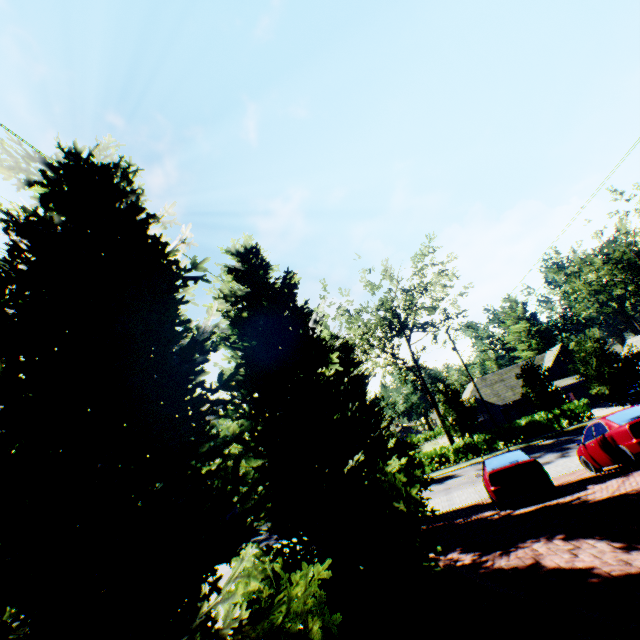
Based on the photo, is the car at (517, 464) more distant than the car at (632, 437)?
Yes

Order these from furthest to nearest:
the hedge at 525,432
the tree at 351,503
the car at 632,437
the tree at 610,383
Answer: the hedge at 525,432 → the tree at 610,383 → the car at 632,437 → the tree at 351,503

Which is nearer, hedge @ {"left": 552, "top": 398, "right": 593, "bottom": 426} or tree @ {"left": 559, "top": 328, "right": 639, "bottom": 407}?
tree @ {"left": 559, "top": 328, "right": 639, "bottom": 407}

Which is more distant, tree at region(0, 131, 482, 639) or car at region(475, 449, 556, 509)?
car at region(475, 449, 556, 509)

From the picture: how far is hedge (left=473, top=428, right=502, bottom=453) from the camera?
30.9 meters

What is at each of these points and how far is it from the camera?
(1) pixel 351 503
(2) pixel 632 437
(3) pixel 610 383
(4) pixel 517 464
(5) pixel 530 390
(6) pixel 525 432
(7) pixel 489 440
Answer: (1) tree, 6.8m
(2) car, 9.3m
(3) tree, 18.8m
(4) car, 10.4m
(5) tree, 27.9m
(6) hedge, 30.4m
(7) hedge, 31.1m

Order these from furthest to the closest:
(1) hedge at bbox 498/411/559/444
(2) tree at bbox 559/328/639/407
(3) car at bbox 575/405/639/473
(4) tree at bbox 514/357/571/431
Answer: (1) hedge at bbox 498/411/559/444
(4) tree at bbox 514/357/571/431
(2) tree at bbox 559/328/639/407
(3) car at bbox 575/405/639/473

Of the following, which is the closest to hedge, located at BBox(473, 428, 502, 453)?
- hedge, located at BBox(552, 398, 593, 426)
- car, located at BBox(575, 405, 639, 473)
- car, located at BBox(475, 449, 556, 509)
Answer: car, located at BBox(475, 449, 556, 509)
